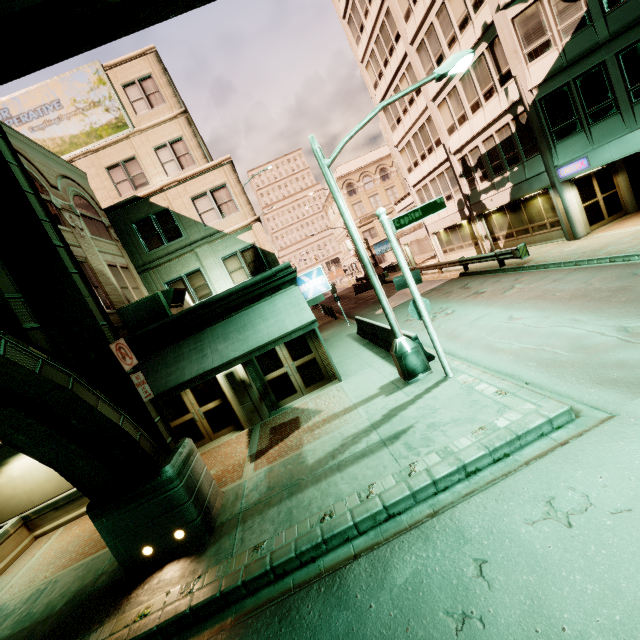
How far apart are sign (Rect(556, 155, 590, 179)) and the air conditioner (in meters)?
18.21

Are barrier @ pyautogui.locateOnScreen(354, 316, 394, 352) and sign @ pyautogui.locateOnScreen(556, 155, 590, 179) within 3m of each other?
no

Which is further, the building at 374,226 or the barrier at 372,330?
the building at 374,226

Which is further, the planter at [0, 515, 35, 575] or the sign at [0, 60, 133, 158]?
the sign at [0, 60, 133, 158]

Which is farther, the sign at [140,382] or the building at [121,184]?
the building at [121,184]

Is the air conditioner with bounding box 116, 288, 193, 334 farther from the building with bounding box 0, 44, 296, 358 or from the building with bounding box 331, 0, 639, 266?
the building with bounding box 331, 0, 639, 266

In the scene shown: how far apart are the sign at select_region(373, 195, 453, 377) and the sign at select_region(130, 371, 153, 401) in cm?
651

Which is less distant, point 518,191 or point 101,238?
point 101,238
